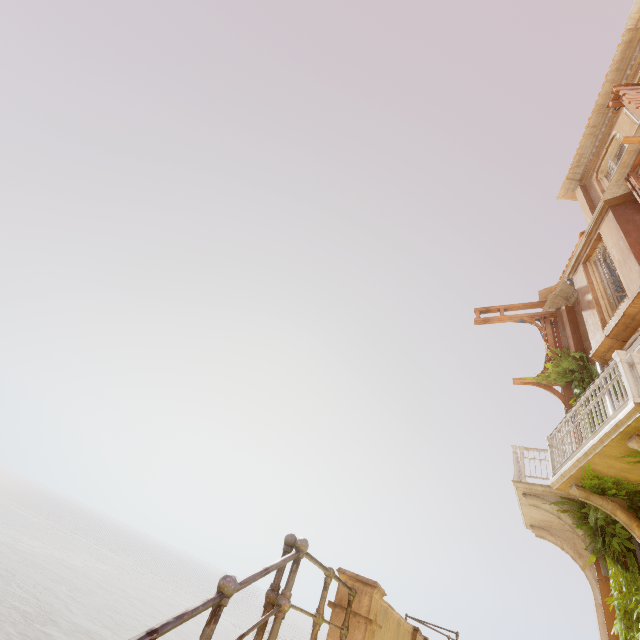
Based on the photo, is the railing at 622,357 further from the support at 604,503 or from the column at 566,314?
the column at 566,314

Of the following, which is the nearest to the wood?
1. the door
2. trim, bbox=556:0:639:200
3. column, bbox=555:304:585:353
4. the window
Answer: the window

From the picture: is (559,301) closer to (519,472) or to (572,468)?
(519,472)

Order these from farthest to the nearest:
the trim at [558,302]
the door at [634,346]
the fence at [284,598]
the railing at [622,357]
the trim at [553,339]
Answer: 1. the trim at [558,302]
2. the trim at [553,339]
3. the door at [634,346]
4. the railing at [622,357]
5. the fence at [284,598]

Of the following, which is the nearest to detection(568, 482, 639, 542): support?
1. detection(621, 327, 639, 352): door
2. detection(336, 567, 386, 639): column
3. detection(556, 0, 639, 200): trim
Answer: detection(621, 327, 639, 352): door

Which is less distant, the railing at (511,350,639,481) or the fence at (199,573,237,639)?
the fence at (199,573,237,639)

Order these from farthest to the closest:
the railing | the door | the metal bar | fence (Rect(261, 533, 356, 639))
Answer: the door
the railing
fence (Rect(261, 533, 356, 639))
the metal bar

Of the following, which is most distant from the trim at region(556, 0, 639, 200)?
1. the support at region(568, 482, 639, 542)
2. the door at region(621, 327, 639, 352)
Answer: the support at region(568, 482, 639, 542)
